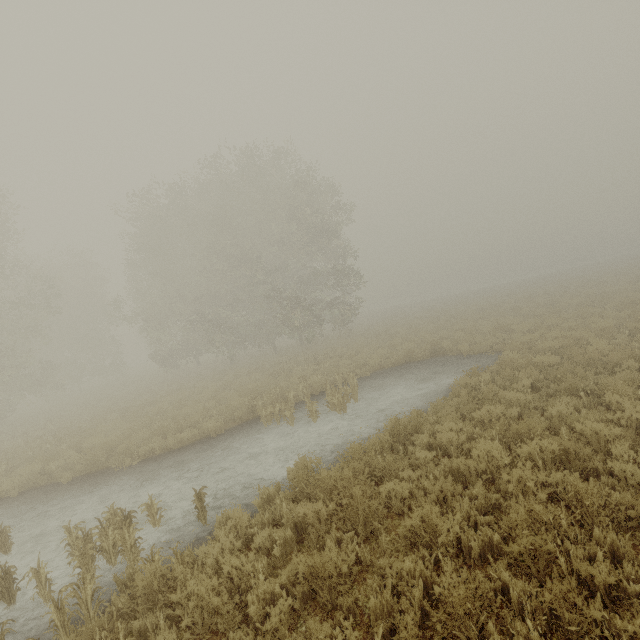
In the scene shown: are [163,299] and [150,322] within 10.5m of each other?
yes
